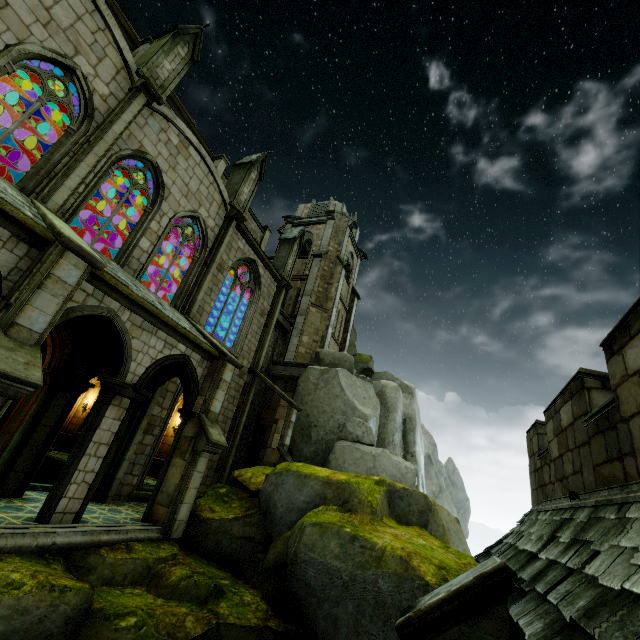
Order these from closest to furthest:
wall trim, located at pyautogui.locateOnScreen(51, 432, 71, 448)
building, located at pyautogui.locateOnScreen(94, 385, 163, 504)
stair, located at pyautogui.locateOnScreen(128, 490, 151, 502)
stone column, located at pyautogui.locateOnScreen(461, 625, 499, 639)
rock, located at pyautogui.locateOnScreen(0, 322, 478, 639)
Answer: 1. stone column, located at pyautogui.locateOnScreen(461, 625, 499, 639)
2. rock, located at pyautogui.locateOnScreen(0, 322, 478, 639)
3. building, located at pyautogui.locateOnScreen(94, 385, 163, 504)
4. stair, located at pyautogui.locateOnScreen(128, 490, 151, 502)
5. wall trim, located at pyautogui.locateOnScreen(51, 432, 71, 448)

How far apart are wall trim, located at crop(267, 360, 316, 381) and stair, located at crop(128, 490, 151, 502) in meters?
8.0

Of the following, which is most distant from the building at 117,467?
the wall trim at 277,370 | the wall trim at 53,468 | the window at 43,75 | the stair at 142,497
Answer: the wall trim at 277,370

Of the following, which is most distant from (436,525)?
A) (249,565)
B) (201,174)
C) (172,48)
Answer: (172,48)

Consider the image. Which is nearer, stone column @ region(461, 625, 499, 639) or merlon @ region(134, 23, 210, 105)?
stone column @ region(461, 625, 499, 639)

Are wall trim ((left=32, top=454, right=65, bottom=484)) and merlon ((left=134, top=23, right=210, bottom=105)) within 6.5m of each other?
no

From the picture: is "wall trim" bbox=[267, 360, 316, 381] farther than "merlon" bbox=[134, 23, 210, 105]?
Yes

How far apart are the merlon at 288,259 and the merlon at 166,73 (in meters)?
10.63
